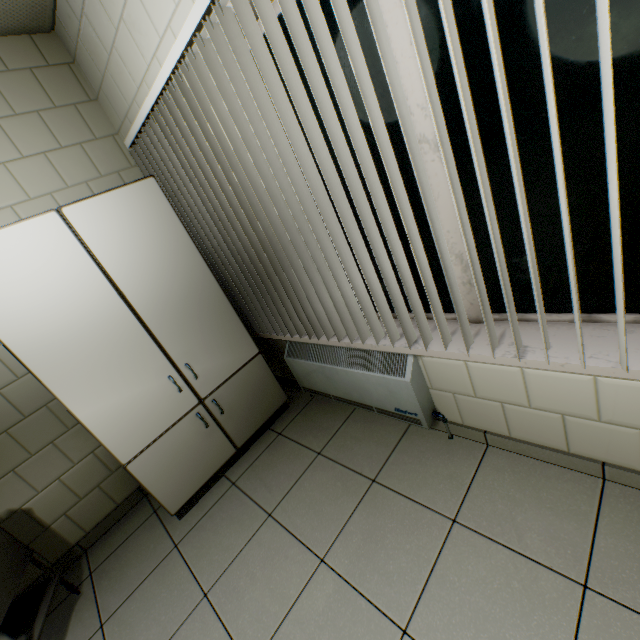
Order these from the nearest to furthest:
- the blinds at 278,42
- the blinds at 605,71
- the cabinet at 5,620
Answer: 1. the blinds at 605,71
2. the blinds at 278,42
3. the cabinet at 5,620

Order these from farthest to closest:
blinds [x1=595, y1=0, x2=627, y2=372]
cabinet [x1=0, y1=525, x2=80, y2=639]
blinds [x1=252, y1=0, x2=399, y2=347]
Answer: cabinet [x1=0, y1=525, x2=80, y2=639]
blinds [x1=252, y1=0, x2=399, y2=347]
blinds [x1=595, y1=0, x2=627, y2=372]

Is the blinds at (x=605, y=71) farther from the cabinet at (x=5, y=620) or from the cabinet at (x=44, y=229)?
the cabinet at (x=5, y=620)

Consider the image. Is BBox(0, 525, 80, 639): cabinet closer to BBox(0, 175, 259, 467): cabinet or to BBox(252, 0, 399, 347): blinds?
BBox(0, 175, 259, 467): cabinet

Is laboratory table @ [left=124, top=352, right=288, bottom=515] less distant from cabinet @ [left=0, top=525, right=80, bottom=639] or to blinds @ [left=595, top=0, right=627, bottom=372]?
blinds @ [left=595, top=0, right=627, bottom=372]

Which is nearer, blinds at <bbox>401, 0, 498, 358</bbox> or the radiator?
blinds at <bbox>401, 0, 498, 358</bbox>

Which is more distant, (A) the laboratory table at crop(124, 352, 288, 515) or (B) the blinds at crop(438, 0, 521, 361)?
(A) the laboratory table at crop(124, 352, 288, 515)

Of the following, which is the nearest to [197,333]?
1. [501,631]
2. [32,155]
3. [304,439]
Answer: [304,439]
